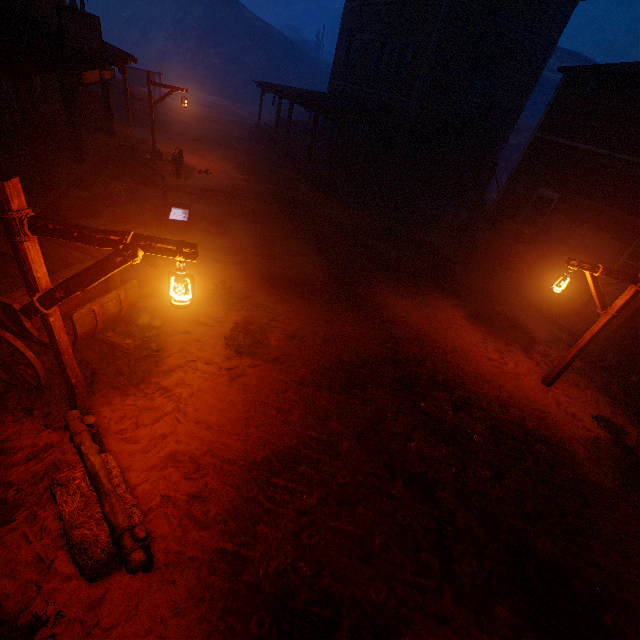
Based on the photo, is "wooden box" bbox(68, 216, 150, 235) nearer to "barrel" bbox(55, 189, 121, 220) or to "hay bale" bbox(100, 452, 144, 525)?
"barrel" bbox(55, 189, 121, 220)

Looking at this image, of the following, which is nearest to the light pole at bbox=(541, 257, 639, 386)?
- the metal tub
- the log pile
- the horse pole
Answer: the horse pole

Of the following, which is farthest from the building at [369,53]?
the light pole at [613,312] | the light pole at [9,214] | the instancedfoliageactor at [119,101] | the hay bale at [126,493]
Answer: the instancedfoliageactor at [119,101]

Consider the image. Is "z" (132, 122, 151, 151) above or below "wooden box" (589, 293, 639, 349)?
below

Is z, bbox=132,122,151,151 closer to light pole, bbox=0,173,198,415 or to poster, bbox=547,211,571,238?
light pole, bbox=0,173,198,415

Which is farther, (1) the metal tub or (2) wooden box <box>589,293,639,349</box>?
(1) the metal tub

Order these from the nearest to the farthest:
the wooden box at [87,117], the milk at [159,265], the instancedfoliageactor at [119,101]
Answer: the milk at [159,265], the wooden box at [87,117], the instancedfoliageactor at [119,101]

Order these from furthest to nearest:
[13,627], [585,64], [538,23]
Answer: [585,64] → [538,23] → [13,627]
